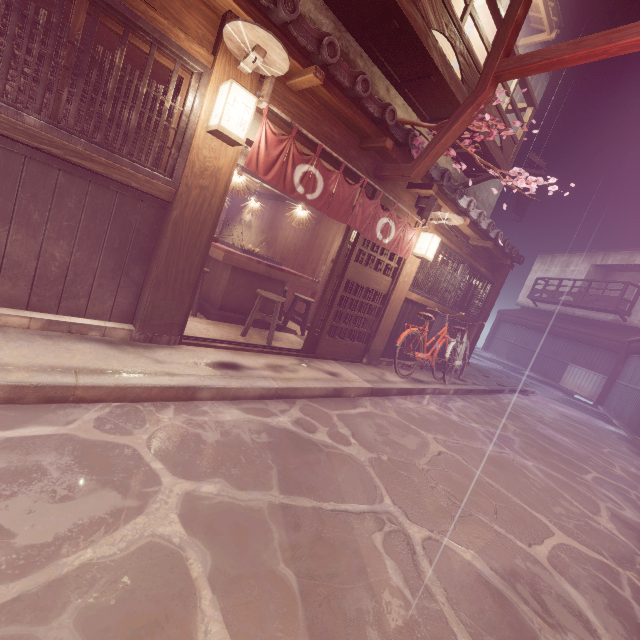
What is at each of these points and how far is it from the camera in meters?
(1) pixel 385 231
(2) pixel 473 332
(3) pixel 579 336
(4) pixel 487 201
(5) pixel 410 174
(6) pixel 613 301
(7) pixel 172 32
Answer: (1) flag, 9.1 m
(2) wood pole, 16.1 m
(3) wood bar, 32.8 m
(4) house, 16.5 m
(5) wire stand, 7.8 m
(6) terrace, 30.9 m
(7) wood bar, 4.9 m

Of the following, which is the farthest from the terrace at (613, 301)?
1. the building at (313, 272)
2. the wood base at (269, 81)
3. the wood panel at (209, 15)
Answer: the wood panel at (209, 15)

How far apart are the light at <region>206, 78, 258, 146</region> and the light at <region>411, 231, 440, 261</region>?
6.6 meters

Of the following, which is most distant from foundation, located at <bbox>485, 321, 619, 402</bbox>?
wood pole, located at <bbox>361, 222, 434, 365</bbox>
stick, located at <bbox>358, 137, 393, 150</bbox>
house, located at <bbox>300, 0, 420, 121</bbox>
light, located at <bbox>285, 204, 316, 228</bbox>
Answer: house, located at <bbox>300, 0, 420, 121</bbox>

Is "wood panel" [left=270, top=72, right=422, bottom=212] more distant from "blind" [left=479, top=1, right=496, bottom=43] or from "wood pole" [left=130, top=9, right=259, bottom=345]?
"blind" [left=479, top=1, right=496, bottom=43]

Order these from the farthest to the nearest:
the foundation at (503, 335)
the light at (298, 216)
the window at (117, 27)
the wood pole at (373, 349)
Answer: the foundation at (503, 335) → the light at (298, 216) → the wood pole at (373, 349) → the window at (117, 27)

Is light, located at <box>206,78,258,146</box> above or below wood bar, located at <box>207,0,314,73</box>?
below

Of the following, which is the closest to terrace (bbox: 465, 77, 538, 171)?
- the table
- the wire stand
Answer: Answer: the wire stand
